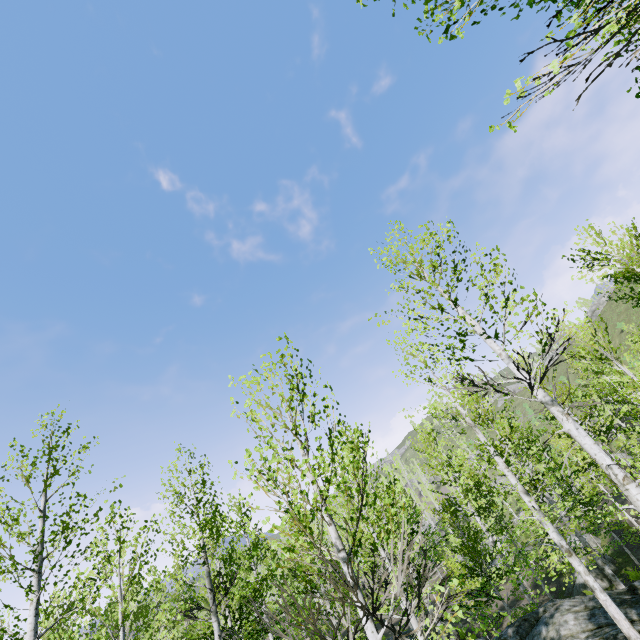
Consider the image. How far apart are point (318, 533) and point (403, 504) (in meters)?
41.18

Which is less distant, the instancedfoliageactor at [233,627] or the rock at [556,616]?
the instancedfoliageactor at [233,627]

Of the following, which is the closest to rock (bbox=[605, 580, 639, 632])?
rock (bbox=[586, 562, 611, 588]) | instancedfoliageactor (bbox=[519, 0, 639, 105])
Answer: instancedfoliageactor (bbox=[519, 0, 639, 105])

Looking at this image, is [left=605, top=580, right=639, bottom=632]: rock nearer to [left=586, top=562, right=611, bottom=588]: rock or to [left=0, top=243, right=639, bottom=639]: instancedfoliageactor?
[left=0, top=243, right=639, bottom=639]: instancedfoliageactor

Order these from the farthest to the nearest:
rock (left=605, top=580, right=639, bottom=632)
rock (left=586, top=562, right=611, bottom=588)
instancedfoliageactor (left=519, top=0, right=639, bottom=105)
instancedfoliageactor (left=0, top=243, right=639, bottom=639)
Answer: rock (left=586, top=562, right=611, bottom=588) → rock (left=605, top=580, right=639, bottom=632) → instancedfoliageactor (left=0, top=243, right=639, bottom=639) → instancedfoliageactor (left=519, top=0, right=639, bottom=105)

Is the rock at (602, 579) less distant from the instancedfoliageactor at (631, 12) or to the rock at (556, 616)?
the instancedfoliageactor at (631, 12)
